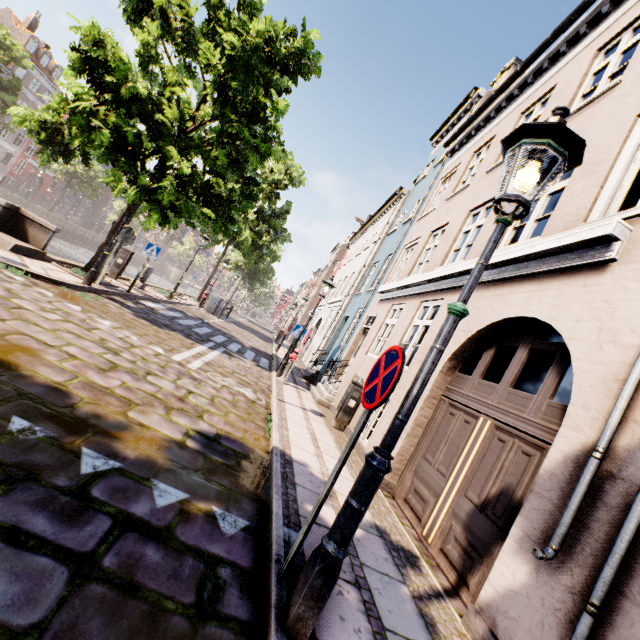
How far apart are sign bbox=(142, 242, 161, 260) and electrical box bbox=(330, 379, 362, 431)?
8.0m

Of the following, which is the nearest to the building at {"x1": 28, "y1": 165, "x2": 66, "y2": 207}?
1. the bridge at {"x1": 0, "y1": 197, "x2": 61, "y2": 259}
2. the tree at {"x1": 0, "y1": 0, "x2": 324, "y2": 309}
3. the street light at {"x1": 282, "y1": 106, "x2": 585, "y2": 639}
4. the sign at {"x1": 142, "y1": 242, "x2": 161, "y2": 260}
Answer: the tree at {"x1": 0, "y1": 0, "x2": 324, "y2": 309}

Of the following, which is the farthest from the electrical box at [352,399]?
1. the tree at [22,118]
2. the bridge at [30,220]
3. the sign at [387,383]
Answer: the bridge at [30,220]

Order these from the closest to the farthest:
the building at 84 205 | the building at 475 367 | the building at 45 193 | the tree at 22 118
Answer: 1. the building at 475 367
2. the tree at 22 118
3. the building at 45 193
4. the building at 84 205

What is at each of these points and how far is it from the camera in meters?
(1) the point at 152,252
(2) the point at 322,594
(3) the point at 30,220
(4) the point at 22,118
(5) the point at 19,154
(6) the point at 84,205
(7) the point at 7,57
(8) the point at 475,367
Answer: (1) sign, 11.2 m
(2) street light, 2.0 m
(3) bridge, 8.9 m
(4) tree, 8.5 m
(5) building, 39.1 m
(6) building, 54.8 m
(7) tree, 23.0 m
(8) building, 13.1 m

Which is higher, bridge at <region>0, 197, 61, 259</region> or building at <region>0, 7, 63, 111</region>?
building at <region>0, 7, 63, 111</region>

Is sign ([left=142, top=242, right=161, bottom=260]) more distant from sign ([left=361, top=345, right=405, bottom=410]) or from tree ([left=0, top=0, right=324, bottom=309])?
sign ([left=361, top=345, right=405, bottom=410])

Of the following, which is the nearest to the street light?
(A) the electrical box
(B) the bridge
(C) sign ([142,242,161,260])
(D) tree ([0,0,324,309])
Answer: (D) tree ([0,0,324,309])
